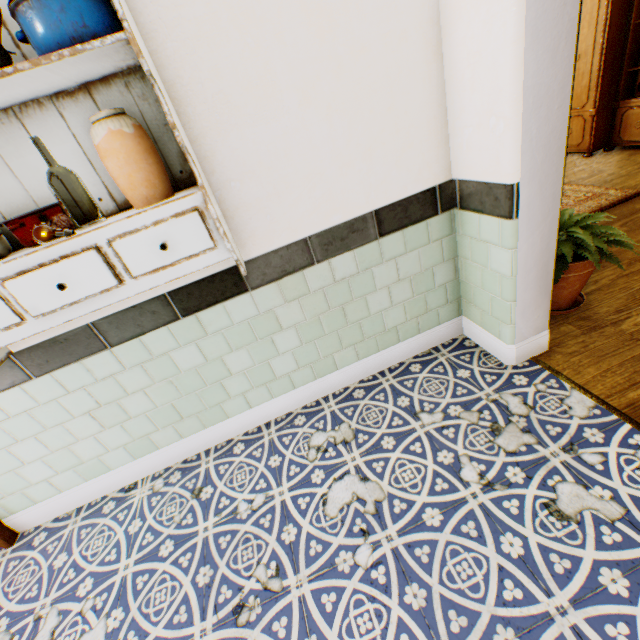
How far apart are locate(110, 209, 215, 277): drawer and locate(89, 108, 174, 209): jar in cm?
17

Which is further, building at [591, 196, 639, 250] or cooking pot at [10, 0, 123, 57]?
building at [591, 196, 639, 250]

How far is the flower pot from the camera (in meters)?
2.01

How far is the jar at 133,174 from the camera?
1.1m

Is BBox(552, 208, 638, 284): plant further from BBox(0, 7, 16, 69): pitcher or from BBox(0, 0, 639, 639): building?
BBox(0, 7, 16, 69): pitcher

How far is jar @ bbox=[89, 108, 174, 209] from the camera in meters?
1.1

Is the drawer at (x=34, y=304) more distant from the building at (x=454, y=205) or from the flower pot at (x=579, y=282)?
the flower pot at (x=579, y=282)

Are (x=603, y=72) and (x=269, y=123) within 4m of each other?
no
